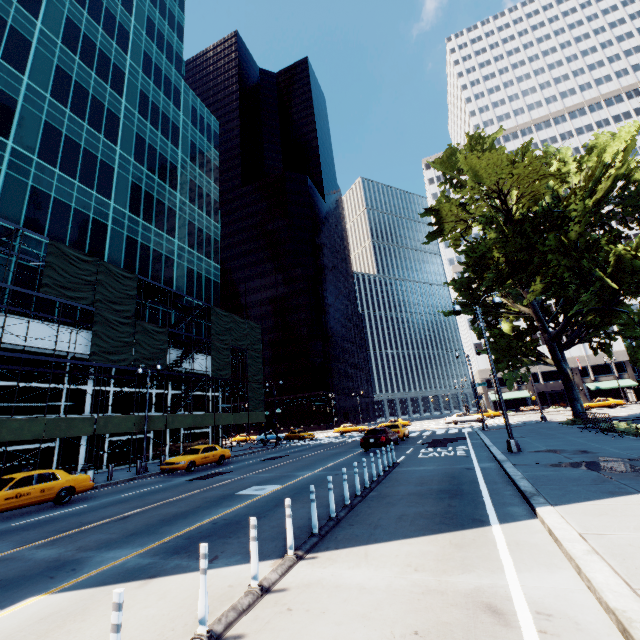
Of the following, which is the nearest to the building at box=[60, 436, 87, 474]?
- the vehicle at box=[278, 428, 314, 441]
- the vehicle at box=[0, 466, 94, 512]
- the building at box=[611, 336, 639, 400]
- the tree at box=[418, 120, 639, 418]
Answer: the vehicle at box=[0, 466, 94, 512]

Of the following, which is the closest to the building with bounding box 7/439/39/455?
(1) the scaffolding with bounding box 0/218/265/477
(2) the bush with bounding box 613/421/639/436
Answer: (1) the scaffolding with bounding box 0/218/265/477

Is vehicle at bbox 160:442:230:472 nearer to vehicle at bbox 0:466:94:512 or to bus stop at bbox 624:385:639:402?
vehicle at bbox 0:466:94:512

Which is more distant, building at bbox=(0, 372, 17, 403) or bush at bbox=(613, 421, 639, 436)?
building at bbox=(0, 372, 17, 403)

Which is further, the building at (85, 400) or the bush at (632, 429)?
the building at (85, 400)

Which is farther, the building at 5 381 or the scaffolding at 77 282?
the building at 5 381

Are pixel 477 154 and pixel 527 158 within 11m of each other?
yes

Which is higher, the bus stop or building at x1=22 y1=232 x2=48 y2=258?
building at x1=22 y1=232 x2=48 y2=258
